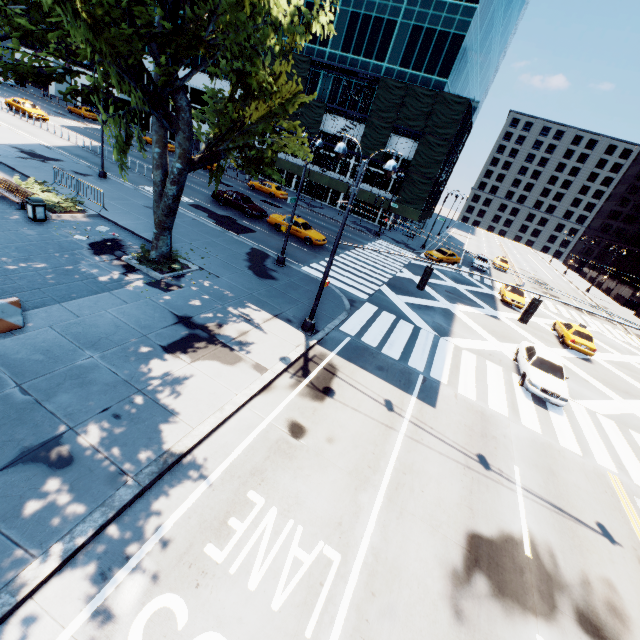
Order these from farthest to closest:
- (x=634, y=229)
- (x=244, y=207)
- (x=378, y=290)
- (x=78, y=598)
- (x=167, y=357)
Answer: (x=634, y=229), (x=244, y=207), (x=378, y=290), (x=167, y=357), (x=78, y=598)

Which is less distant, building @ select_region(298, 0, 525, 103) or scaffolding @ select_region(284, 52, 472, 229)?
scaffolding @ select_region(284, 52, 472, 229)

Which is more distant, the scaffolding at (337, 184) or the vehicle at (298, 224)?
the scaffolding at (337, 184)

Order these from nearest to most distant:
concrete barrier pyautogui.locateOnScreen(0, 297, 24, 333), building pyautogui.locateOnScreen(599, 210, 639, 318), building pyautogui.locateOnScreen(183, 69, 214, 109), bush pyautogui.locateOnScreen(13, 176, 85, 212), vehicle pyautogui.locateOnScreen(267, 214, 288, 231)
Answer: concrete barrier pyautogui.locateOnScreen(0, 297, 24, 333) → bush pyautogui.locateOnScreen(13, 176, 85, 212) → vehicle pyautogui.locateOnScreen(267, 214, 288, 231) → building pyautogui.locateOnScreen(183, 69, 214, 109) → building pyautogui.locateOnScreen(599, 210, 639, 318)

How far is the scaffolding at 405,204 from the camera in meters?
34.8

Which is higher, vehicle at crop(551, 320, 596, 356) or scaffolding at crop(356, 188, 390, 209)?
scaffolding at crop(356, 188, 390, 209)

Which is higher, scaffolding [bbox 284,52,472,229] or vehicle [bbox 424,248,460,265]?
scaffolding [bbox 284,52,472,229]

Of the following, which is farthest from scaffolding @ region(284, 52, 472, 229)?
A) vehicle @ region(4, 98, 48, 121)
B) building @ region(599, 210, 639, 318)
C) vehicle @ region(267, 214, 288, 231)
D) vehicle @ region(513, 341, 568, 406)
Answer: building @ region(599, 210, 639, 318)
